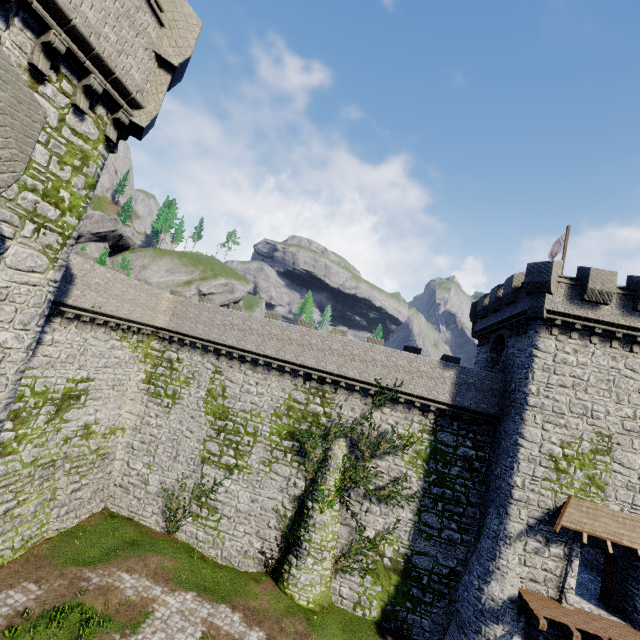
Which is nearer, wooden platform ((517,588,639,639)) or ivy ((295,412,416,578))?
wooden platform ((517,588,639,639))

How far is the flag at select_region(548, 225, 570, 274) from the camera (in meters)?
20.53

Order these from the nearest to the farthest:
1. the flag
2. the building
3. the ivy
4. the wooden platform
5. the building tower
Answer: the building tower → the wooden platform → the building → the ivy → the flag

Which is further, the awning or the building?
the building

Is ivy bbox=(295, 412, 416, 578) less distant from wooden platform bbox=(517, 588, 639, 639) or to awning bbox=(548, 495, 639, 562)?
wooden platform bbox=(517, 588, 639, 639)

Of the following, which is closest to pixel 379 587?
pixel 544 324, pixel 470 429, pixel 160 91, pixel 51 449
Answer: pixel 470 429

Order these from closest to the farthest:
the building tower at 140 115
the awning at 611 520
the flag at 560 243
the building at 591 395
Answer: the building tower at 140 115 < the awning at 611 520 < the building at 591 395 < the flag at 560 243

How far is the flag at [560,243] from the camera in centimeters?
2053cm
